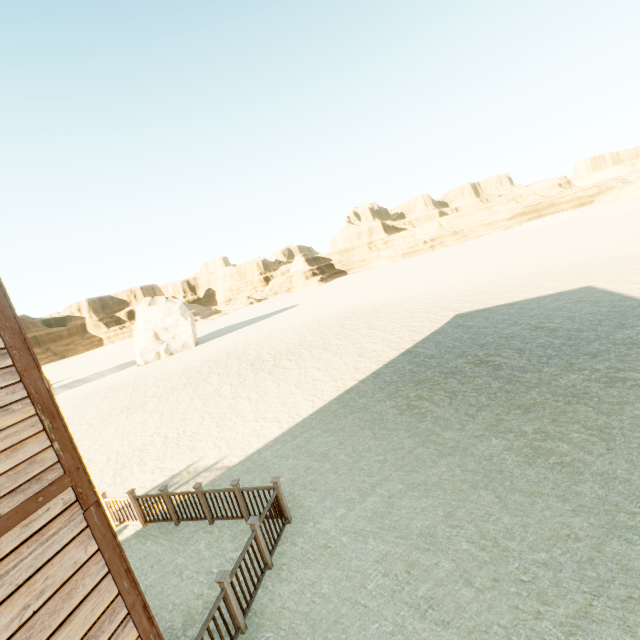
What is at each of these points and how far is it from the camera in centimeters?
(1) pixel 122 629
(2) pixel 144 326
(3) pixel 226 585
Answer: (1) building, 318cm
(2) stone, 3697cm
(3) fence, 466cm

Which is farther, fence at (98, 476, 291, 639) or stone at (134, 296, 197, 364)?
stone at (134, 296, 197, 364)

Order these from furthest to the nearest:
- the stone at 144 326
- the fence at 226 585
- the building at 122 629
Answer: the stone at 144 326
the fence at 226 585
the building at 122 629

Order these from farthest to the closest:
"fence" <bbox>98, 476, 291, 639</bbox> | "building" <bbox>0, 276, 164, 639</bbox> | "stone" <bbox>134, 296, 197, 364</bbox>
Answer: "stone" <bbox>134, 296, 197, 364</bbox> < "fence" <bbox>98, 476, 291, 639</bbox> < "building" <bbox>0, 276, 164, 639</bbox>

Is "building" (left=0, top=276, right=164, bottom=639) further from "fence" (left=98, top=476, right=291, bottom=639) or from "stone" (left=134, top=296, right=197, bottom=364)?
"stone" (left=134, top=296, right=197, bottom=364)

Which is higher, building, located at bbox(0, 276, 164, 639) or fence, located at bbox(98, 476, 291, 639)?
building, located at bbox(0, 276, 164, 639)

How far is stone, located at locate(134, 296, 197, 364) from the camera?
36.3m

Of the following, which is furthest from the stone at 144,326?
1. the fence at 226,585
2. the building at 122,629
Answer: the building at 122,629
